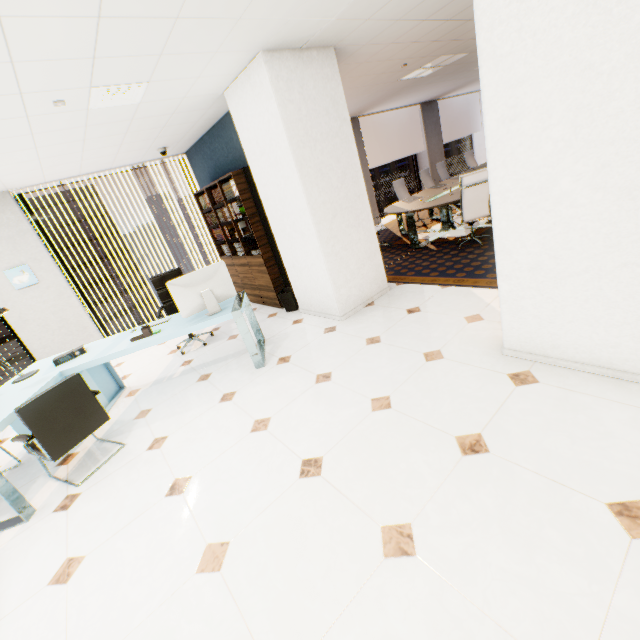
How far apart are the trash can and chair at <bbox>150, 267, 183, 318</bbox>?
1.25m

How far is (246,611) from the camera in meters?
1.5

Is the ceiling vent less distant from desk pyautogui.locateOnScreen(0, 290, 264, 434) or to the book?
the book

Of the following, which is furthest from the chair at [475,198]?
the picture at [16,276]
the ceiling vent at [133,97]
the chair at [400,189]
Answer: the picture at [16,276]

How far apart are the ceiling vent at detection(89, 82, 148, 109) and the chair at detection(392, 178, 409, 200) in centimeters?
598cm

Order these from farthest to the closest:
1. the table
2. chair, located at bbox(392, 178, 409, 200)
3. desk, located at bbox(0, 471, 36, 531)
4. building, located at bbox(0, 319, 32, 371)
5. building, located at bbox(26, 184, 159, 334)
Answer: building, located at bbox(26, 184, 159, 334) < building, located at bbox(0, 319, 32, 371) < chair, located at bbox(392, 178, 409, 200) < the table < desk, located at bbox(0, 471, 36, 531)

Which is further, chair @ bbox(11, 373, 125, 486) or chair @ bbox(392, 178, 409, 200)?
chair @ bbox(392, 178, 409, 200)

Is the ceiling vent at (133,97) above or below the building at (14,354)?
above
